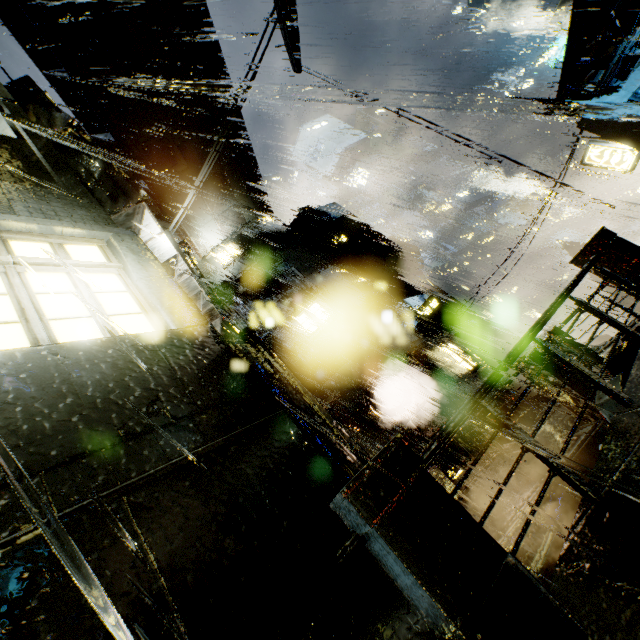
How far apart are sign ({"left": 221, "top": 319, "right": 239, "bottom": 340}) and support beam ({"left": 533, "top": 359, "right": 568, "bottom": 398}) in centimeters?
766cm

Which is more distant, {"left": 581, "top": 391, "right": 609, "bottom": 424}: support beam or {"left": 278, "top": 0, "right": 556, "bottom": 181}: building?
{"left": 278, "top": 0, "right": 556, "bottom": 181}: building

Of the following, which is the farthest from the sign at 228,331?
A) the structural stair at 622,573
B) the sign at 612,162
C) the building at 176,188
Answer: the sign at 612,162

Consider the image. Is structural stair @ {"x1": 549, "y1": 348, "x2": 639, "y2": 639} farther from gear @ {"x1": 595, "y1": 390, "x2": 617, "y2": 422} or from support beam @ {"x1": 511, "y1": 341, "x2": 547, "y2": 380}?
support beam @ {"x1": 511, "y1": 341, "x2": 547, "y2": 380}

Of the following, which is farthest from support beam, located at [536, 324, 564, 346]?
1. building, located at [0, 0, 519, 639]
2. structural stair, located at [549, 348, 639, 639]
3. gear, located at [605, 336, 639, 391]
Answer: structural stair, located at [549, 348, 639, 639]

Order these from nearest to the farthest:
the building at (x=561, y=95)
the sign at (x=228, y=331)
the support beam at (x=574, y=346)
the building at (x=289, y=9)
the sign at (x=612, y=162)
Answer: the support beam at (x=574, y=346), the sign at (x=228, y=331), the building at (x=561, y=95), the sign at (x=612, y=162), the building at (x=289, y=9)

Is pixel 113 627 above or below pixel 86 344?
below

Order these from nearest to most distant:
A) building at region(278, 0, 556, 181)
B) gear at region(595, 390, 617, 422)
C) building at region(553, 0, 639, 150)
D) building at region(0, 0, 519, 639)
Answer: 1. building at region(0, 0, 519, 639)
2. gear at region(595, 390, 617, 422)
3. building at region(553, 0, 639, 150)
4. building at region(278, 0, 556, 181)
